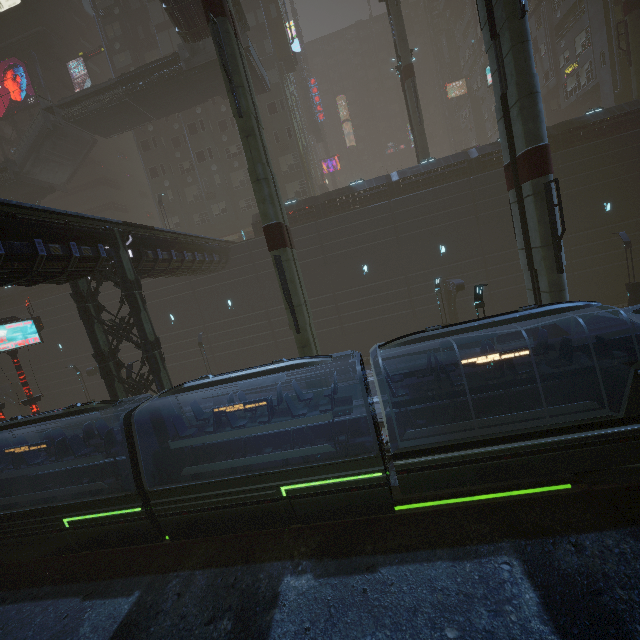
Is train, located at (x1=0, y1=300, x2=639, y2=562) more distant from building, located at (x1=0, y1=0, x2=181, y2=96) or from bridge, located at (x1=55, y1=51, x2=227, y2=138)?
bridge, located at (x1=55, y1=51, x2=227, y2=138)

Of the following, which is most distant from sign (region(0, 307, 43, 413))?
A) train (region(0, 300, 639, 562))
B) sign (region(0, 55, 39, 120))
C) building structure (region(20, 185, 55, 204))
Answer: sign (region(0, 55, 39, 120))

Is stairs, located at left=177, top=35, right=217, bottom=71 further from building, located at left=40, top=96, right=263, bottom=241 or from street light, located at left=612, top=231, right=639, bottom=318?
street light, located at left=612, top=231, right=639, bottom=318

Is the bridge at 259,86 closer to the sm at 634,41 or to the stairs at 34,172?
the stairs at 34,172

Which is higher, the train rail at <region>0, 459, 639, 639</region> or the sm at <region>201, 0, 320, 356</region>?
the sm at <region>201, 0, 320, 356</region>

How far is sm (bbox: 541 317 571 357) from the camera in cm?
1260

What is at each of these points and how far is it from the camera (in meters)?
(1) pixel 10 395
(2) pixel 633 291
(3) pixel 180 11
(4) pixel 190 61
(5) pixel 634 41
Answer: (1) building, 31.16
(2) street light, 19.53
(3) bridge, 21.11
(4) stairs, 25.09
(5) sm, 24.81

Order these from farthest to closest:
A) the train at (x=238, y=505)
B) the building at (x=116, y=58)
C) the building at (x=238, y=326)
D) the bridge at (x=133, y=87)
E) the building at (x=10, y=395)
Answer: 1. the building at (x=116, y=58)
2. the building at (x=10, y=395)
3. the bridge at (x=133, y=87)
4. the building at (x=238, y=326)
5. the train at (x=238, y=505)
